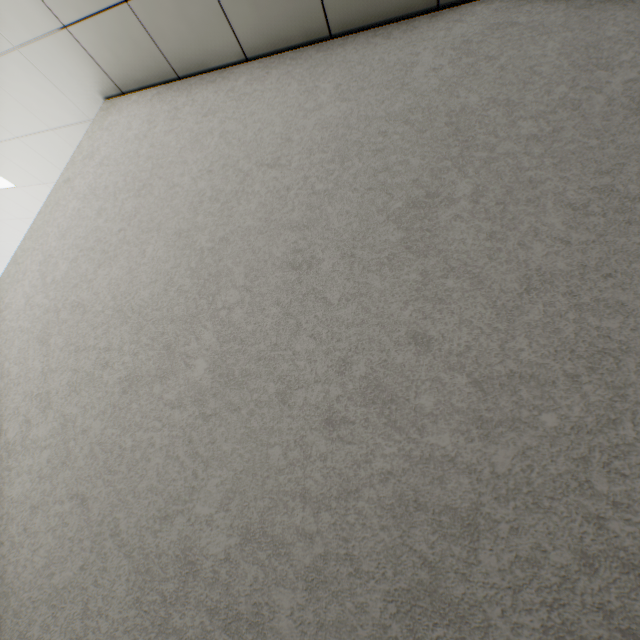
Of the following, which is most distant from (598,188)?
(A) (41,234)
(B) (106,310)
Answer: (A) (41,234)
